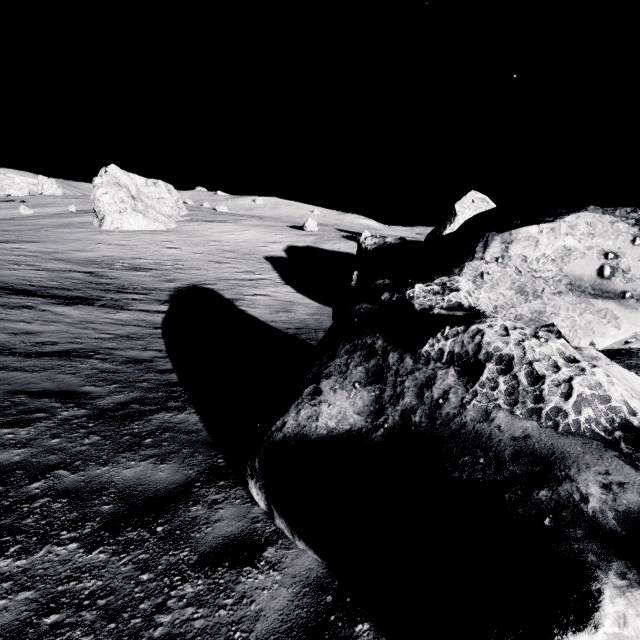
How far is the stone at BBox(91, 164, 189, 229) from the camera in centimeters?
3734cm

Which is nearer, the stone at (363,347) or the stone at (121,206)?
the stone at (363,347)

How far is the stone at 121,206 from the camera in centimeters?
3734cm

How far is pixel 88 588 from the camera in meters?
2.6 m

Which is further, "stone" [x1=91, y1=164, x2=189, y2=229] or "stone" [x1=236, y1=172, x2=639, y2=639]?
"stone" [x1=91, y1=164, x2=189, y2=229]
